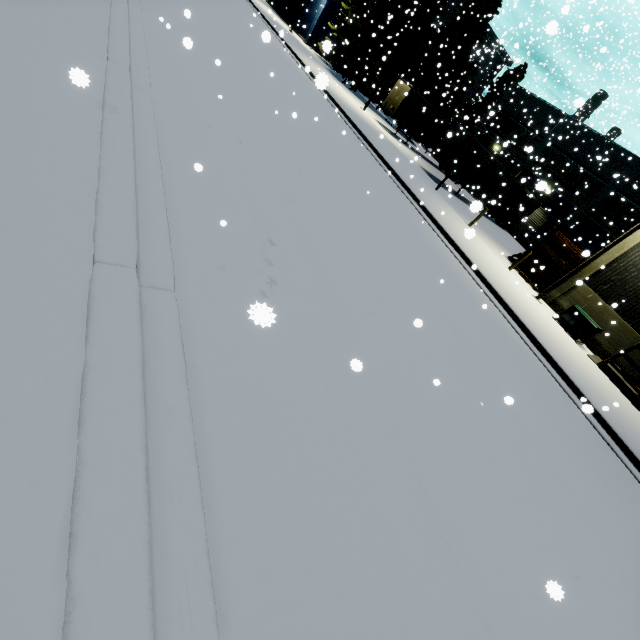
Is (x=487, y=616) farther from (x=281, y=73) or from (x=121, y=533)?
(x=281, y=73)

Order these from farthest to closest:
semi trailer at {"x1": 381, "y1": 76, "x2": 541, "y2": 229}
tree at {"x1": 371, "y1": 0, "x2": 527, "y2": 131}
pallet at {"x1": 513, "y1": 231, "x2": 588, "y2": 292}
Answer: tree at {"x1": 371, "y1": 0, "x2": 527, "y2": 131} → semi trailer at {"x1": 381, "y1": 76, "x2": 541, "y2": 229} → pallet at {"x1": 513, "y1": 231, "x2": 588, "y2": 292}

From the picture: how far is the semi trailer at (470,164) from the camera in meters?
23.1 m

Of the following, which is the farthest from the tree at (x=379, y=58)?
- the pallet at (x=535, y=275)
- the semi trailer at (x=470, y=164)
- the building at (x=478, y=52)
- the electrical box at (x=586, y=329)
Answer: the semi trailer at (x=470, y=164)

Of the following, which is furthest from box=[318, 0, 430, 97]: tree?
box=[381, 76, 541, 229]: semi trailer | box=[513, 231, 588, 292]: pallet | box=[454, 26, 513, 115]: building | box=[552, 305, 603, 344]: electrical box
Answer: box=[381, 76, 541, 229]: semi trailer

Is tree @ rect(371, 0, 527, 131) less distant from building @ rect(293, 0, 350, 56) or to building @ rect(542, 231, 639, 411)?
building @ rect(542, 231, 639, 411)

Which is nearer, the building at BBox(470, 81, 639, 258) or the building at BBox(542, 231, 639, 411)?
the building at BBox(542, 231, 639, 411)

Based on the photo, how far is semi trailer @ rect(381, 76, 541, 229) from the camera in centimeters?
2308cm
